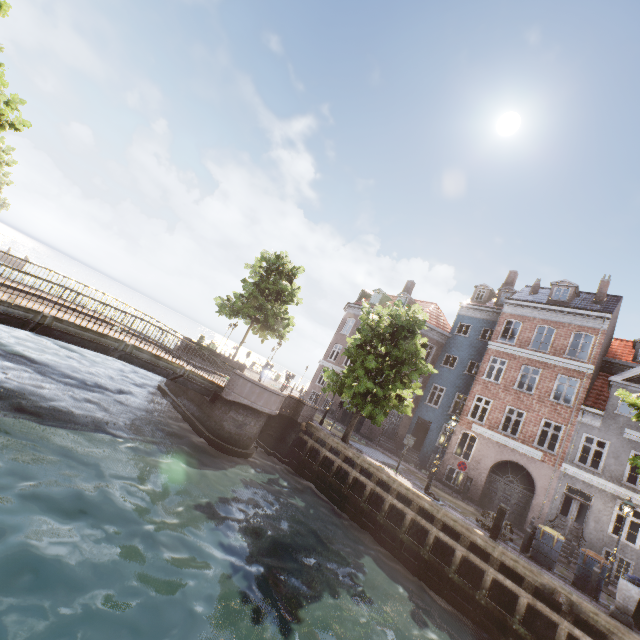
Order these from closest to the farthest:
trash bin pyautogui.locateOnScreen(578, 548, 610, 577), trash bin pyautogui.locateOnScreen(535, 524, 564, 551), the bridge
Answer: the bridge → trash bin pyautogui.locateOnScreen(578, 548, 610, 577) → trash bin pyautogui.locateOnScreen(535, 524, 564, 551)

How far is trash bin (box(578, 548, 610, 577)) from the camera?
11.0 meters

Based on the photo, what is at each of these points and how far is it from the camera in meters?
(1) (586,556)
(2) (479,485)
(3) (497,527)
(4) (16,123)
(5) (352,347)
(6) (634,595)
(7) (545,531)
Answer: (1) trash bin, 11.3 m
(2) building, 20.0 m
(3) electrical box, 11.3 m
(4) tree, 16.6 m
(5) tree, 17.3 m
(6) pillar, 9.3 m
(7) trash bin, 12.0 m

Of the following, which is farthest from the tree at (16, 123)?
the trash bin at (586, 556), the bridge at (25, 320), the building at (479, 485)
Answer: the building at (479, 485)

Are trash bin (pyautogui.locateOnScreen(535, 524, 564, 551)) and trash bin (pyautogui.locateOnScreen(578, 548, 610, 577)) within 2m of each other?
yes

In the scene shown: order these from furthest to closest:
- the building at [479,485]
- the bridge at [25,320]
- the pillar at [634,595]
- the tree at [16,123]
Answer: the building at [479,485]
the tree at [16,123]
the bridge at [25,320]
the pillar at [634,595]

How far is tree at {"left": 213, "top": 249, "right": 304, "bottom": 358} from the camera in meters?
24.8 m

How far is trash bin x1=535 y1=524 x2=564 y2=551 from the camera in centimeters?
1173cm
